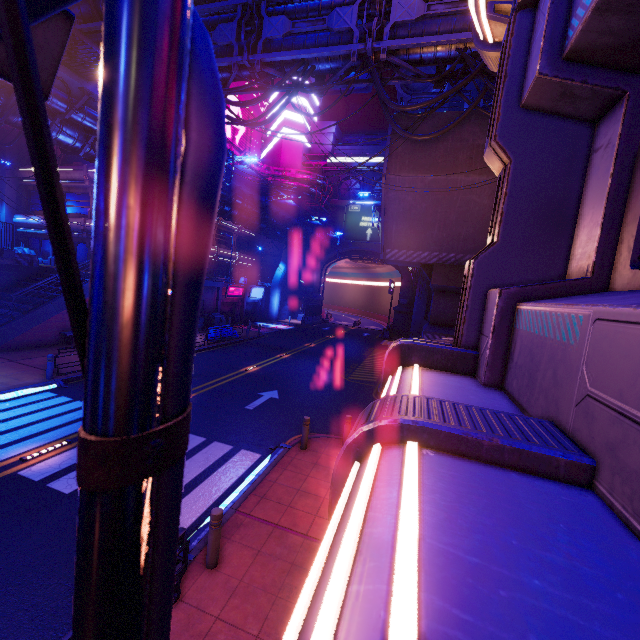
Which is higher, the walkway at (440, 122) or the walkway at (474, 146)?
the walkway at (440, 122)

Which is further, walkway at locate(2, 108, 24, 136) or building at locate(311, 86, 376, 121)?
building at locate(311, 86, 376, 121)

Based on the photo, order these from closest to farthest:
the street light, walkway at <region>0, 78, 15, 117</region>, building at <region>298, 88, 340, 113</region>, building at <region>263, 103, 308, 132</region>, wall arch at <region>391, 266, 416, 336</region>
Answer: the street light → walkway at <region>0, 78, 15, 117</region> → wall arch at <region>391, 266, 416, 336</region> → building at <region>263, 103, 308, 132</region> → building at <region>298, 88, 340, 113</region>

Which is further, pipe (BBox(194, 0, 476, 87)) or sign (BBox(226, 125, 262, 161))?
sign (BBox(226, 125, 262, 161))

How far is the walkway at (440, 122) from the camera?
13.9m

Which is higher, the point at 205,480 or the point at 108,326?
the point at 108,326

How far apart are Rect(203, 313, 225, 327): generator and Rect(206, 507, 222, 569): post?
27.58m

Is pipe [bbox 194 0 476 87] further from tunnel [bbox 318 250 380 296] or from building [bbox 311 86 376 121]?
tunnel [bbox 318 250 380 296]
